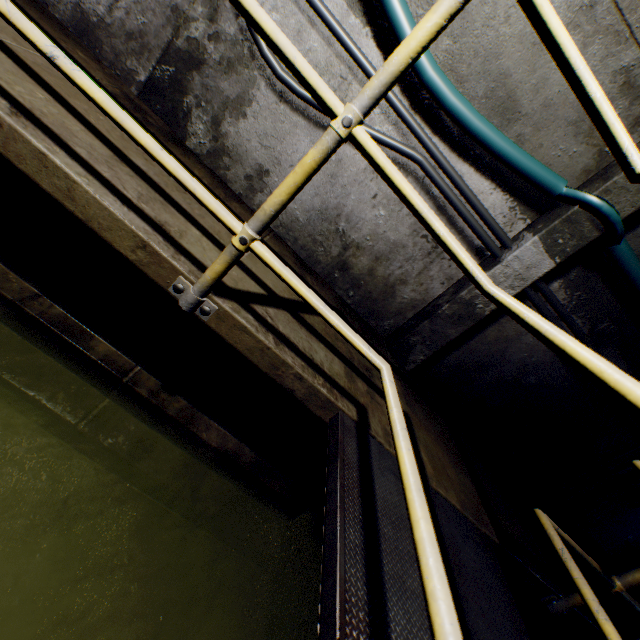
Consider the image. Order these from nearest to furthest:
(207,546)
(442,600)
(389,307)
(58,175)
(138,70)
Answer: (442,600) → (58,175) → (207,546) → (138,70) → (389,307)

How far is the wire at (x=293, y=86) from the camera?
1.90m

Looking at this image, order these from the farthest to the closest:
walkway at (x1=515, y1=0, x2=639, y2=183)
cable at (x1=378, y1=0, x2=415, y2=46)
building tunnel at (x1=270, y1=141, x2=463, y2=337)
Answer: building tunnel at (x1=270, y1=141, x2=463, y2=337), cable at (x1=378, y1=0, x2=415, y2=46), walkway at (x1=515, y1=0, x2=639, y2=183)

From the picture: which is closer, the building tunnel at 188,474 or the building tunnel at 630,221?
the building tunnel at 188,474

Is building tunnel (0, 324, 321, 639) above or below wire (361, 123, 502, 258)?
below

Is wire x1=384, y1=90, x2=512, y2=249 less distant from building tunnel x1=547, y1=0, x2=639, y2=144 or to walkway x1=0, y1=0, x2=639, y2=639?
building tunnel x1=547, y1=0, x2=639, y2=144

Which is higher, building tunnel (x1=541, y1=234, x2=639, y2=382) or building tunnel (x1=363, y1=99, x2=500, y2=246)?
building tunnel (x1=541, y1=234, x2=639, y2=382)
